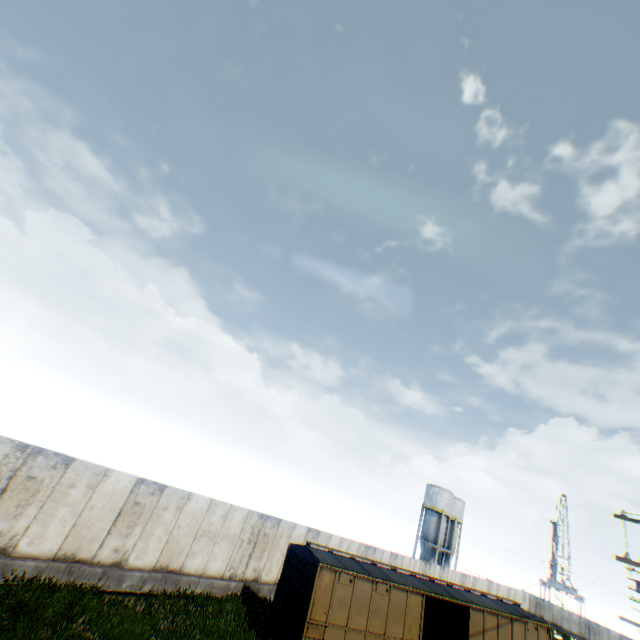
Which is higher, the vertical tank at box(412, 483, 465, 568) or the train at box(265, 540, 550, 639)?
the vertical tank at box(412, 483, 465, 568)

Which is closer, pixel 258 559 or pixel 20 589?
pixel 20 589

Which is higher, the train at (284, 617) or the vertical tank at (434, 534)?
the vertical tank at (434, 534)

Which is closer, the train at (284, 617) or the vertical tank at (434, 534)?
the train at (284, 617)

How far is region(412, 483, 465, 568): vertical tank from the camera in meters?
46.5 m

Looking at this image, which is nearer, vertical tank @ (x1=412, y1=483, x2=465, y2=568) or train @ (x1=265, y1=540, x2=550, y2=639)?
train @ (x1=265, y1=540, x2=550, y2=639)
